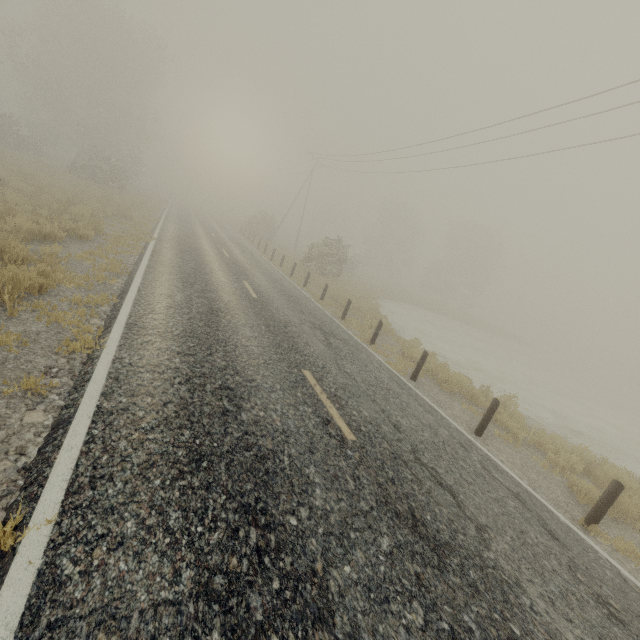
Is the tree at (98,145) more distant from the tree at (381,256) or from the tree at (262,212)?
the tree at (381,256)

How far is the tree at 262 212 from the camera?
38.4 meters

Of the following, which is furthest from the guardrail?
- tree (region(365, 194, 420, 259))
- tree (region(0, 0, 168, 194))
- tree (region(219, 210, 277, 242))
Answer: tree (region(365, 194, 420, 259))

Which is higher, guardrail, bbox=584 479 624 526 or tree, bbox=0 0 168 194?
tree, bbox=0 0 168 194

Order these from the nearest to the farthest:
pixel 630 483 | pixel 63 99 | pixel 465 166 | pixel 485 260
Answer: pixel 630 483, pixel 465 166, pixel 63 99, pixel 485 260

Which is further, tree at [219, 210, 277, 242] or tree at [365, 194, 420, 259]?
tree at [365, 194, 420, 259]

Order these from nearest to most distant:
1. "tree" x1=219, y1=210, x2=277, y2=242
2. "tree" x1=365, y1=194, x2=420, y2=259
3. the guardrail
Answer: the guardrail < "tree" x1=219, y1=210, x2=277, y2=242 < "tree" x1=365, y1=194, x2=420, y2=259

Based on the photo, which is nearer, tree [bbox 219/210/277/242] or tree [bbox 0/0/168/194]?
tree [bbox 0/0/168/194]
